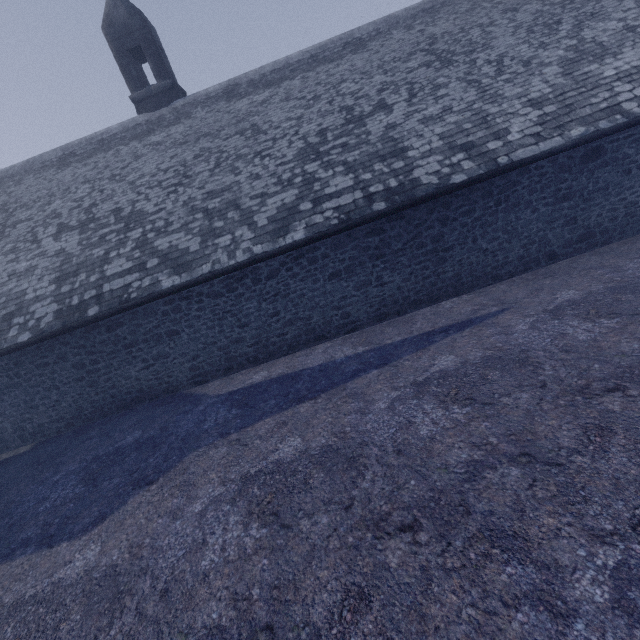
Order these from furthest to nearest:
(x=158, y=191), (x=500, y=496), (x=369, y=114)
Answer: (x=158, y=191), (x=369, y=114), (x=500, y=496)
